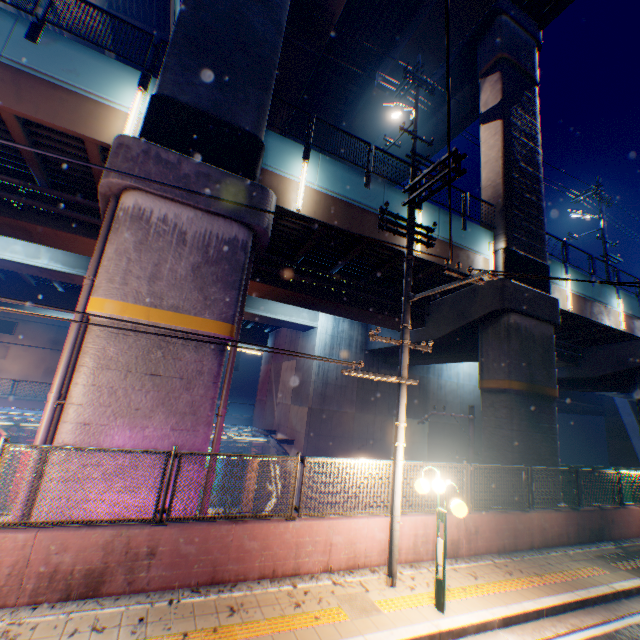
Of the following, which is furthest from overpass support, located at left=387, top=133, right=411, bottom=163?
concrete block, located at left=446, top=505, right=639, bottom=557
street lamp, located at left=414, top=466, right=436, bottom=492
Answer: street lamp, located at left=414, top=466, right=436, bottom=492

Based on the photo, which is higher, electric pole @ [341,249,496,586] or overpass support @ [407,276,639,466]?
overpass support @ [407,276,639,466]

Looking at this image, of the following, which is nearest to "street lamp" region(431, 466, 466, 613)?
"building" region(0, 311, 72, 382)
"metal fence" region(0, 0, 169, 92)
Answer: "metal fence" region(0, 0, 169, 92)

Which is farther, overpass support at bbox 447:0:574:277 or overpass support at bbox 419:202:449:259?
overpass support at bbox 447:0:574:277

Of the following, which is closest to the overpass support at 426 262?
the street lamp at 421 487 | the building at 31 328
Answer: the street lamp at 421 487

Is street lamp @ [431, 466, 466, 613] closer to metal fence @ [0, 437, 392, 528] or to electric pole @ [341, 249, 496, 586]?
electric pole @ [341, 249, 496, 586]

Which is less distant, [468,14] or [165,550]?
[165,550]

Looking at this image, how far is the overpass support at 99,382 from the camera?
6.76m
